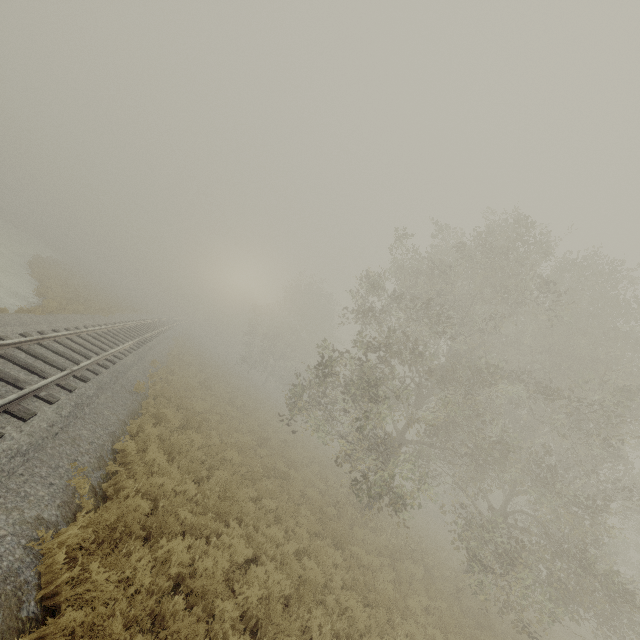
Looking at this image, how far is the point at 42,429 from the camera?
6.4 meters
